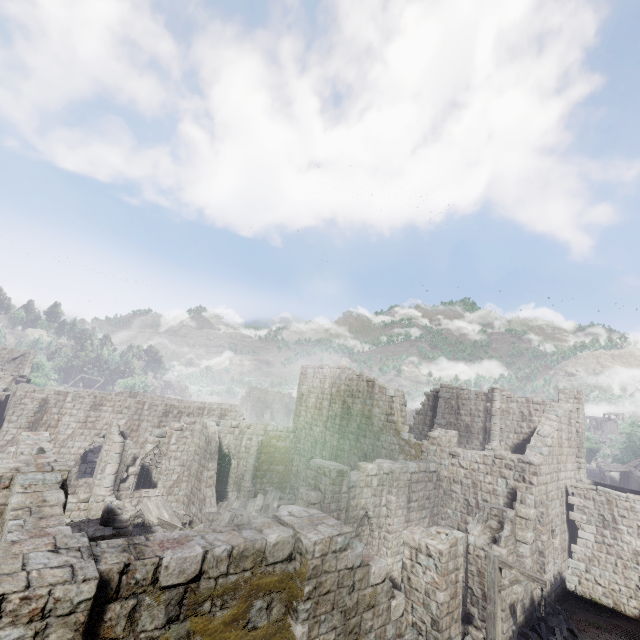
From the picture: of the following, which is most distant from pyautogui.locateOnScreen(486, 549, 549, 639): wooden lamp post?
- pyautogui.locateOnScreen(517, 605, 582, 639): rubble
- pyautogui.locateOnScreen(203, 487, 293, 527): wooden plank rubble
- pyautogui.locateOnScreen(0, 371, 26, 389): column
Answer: pyautogui.locateOnScreen(0, 371, 26, 389): column

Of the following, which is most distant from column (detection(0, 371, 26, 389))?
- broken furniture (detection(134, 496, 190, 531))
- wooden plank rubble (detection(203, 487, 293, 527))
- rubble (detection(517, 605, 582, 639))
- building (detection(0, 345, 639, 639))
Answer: rubble (detection(517, 605, 582, 639))

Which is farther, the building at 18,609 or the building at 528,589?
the building at 528,589

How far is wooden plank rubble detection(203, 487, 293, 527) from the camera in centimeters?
1916cm

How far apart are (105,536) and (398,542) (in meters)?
13.70

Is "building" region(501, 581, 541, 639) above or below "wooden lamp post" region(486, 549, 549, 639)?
below

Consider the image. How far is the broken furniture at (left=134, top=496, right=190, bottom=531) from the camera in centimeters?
1866cm

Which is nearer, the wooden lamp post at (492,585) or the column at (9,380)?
the wooden lamp post at (492,585)
